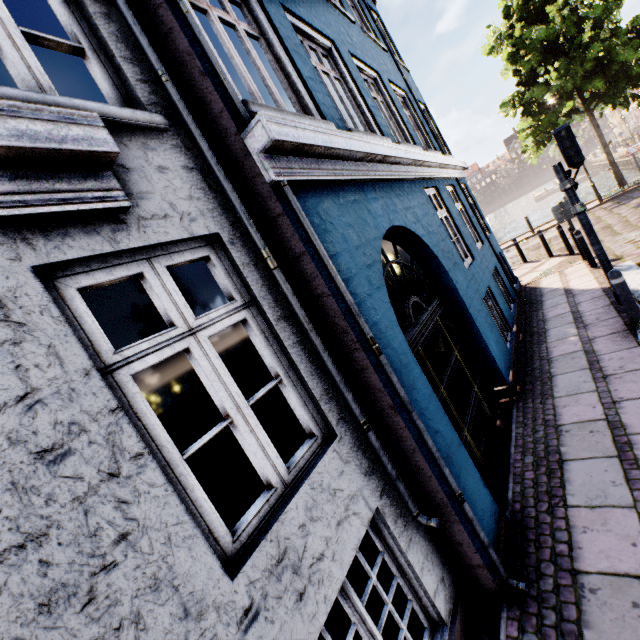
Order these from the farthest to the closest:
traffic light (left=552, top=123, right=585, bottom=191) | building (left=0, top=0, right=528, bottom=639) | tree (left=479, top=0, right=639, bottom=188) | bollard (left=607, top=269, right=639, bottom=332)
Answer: tree (left=479, top=0, right=639, bottom=188) → traffic light (left=552, top=123, right=585, bottom=191) → bollard (left=607, top=269, right=639, bottom=332) → building (left=0, top=0, right=528, bottom=639)

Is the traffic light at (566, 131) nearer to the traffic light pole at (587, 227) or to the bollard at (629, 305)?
the traffic light pole at (587, 227)

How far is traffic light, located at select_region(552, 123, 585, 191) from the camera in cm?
574

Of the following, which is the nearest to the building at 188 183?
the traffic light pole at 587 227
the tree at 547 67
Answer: the traffic light pole at 587 227

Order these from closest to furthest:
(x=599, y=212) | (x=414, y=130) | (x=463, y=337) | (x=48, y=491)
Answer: (x=48, y=491), (x=463, y=337), (x=414, y=130), (x=599, y=212)

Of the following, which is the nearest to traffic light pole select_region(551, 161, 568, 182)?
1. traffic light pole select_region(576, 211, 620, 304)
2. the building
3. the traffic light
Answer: the traffic light

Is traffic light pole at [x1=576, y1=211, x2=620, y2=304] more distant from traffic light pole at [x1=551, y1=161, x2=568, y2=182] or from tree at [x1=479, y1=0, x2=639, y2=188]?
tree at [x1=479, y1=0, x2=639, y2=188]

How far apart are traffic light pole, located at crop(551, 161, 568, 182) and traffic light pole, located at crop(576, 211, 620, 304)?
0.7m
